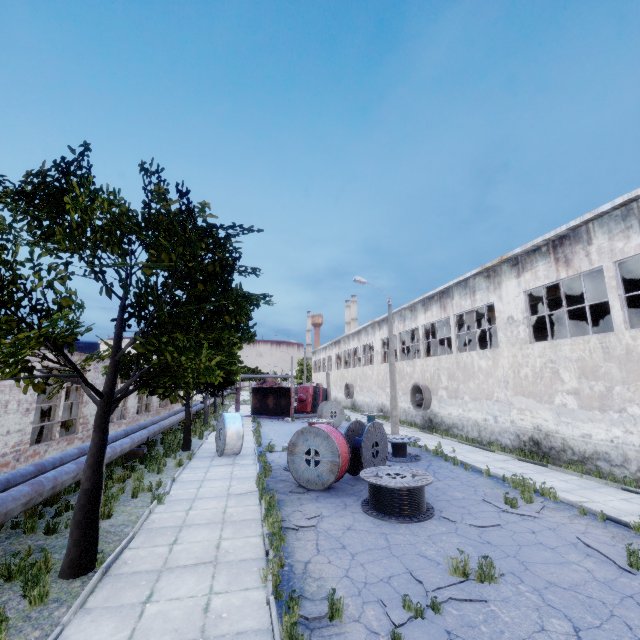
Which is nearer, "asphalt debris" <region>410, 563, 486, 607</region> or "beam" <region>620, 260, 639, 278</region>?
"asphalt debris" <region>410, 563, 486, 607</region>

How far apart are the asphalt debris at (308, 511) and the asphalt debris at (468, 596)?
2.66m

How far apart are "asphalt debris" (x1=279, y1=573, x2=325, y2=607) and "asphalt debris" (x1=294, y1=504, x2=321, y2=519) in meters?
2.0

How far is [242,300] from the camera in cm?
→ 677

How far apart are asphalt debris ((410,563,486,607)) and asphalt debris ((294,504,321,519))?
2.7 meters

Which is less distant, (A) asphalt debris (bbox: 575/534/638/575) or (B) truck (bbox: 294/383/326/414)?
(A) asphalt debris (bbox: 575/534/638/575)

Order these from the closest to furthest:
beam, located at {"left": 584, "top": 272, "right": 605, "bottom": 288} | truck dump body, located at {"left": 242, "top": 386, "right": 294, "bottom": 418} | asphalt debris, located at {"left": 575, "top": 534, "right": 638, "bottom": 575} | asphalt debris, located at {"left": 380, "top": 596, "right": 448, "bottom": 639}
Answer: asphalt debris, located at {"left": 380, "top": 596, "right": 448, "bottom": 639} → asphalt debris, located at {"left": 575, "top": 534, "right": 638, "bottom": 575} → beam, located at {"left": 584, "top": 272, "right": 605, "bottom": 288} → truck dump body, located at {"left": 242, "top": 386, "right": 294, "bottom": 418}

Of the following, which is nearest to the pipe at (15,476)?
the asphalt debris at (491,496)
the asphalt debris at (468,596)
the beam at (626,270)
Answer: the asphalt debris at (468,596)
